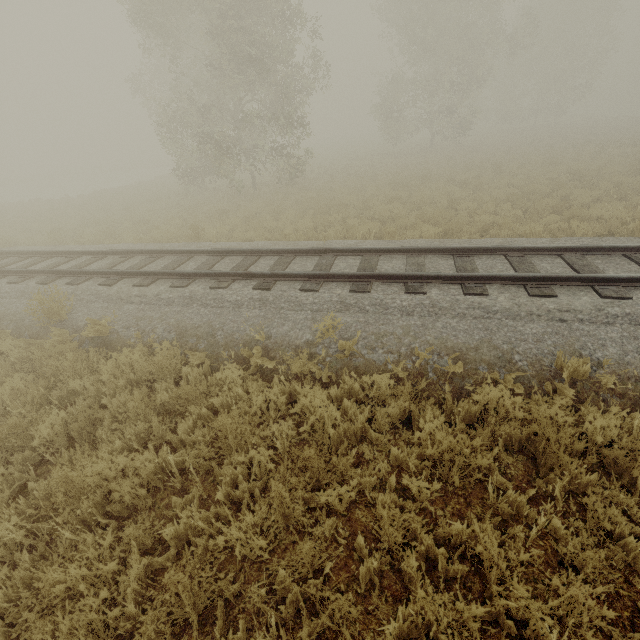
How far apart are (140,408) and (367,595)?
3.7m
